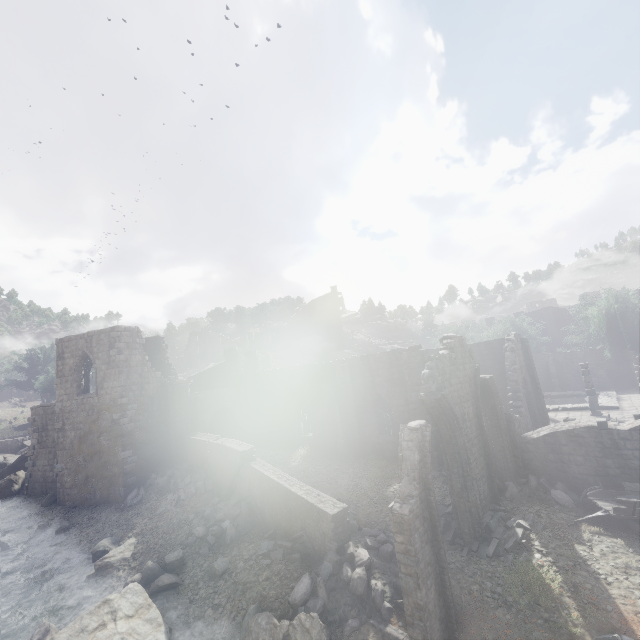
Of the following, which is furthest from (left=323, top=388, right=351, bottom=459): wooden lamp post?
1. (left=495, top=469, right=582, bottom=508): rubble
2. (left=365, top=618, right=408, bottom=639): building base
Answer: (left=365, top=618, right=408, bottom=639): building base

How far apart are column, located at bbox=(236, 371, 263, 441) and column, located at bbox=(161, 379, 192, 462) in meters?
4.7 m

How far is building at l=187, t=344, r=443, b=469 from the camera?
20.58m

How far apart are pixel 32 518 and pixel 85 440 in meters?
5.7

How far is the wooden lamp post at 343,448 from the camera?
22.22m

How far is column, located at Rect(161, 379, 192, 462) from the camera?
23.7m

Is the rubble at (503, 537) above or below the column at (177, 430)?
below

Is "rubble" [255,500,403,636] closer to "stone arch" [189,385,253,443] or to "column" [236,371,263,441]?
"stone arch" [189,385,253,443]
